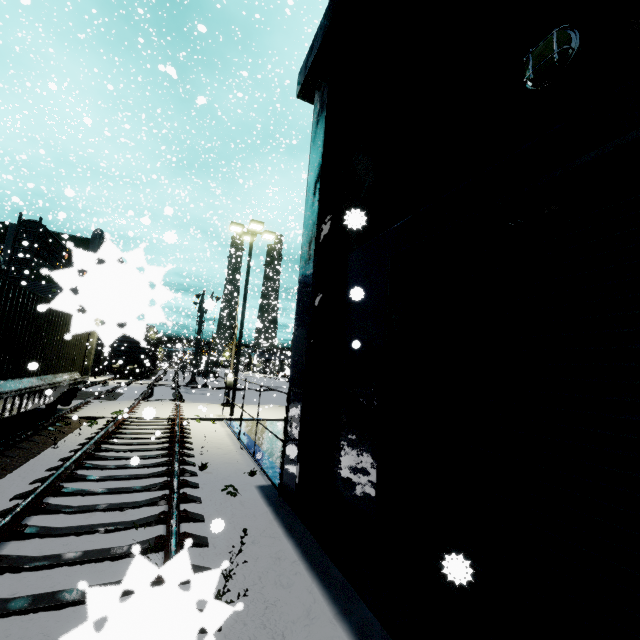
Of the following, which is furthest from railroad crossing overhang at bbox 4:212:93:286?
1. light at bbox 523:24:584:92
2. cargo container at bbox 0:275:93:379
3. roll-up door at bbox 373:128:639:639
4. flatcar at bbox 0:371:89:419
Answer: light at bbox 523:24:584:92

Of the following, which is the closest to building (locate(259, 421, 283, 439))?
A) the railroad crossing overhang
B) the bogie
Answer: the railroad crossing overhang

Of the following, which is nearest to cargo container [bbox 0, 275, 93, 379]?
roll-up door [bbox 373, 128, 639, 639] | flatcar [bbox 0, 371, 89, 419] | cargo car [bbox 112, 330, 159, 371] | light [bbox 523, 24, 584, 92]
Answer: flatcar [bbox 0, 371, 89, 419]

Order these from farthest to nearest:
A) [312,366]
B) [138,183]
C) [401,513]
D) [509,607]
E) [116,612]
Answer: [138,183], [312,366], [401,513], [509,607], [116,612]

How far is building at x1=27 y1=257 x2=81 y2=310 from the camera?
0.4 meters

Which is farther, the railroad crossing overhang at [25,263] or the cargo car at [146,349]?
the railroad crossing overhang at [25,263]

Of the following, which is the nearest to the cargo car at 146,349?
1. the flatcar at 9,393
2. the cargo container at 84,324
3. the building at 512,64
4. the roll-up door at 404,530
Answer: the building at 512,64

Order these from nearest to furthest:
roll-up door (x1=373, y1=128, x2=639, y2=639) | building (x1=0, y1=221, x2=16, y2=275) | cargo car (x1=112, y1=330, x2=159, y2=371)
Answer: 1. roll-up door (x1=373, y1=128, x2=639, y2=639)
2. cargo car (x1=112, y1=330, x2=159, y2=371)
3. building (x1=0, y1=221, x2=16, y2=275)
